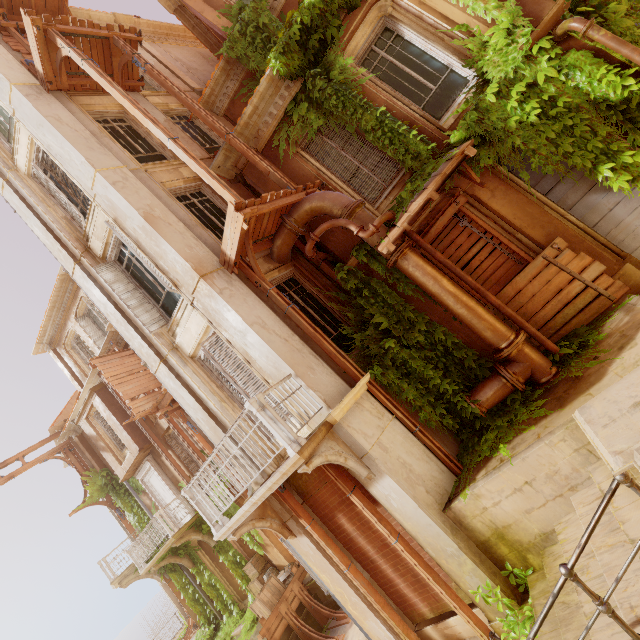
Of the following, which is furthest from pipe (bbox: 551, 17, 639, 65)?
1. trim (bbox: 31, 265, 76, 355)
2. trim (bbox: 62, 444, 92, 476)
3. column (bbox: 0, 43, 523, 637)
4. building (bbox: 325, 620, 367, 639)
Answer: trim (bbox: 62, 444, 92, 476)

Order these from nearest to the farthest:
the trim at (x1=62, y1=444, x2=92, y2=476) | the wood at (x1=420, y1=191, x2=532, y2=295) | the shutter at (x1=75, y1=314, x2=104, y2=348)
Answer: the wood at (x1=420, y1=191, x2=532, y2=295), the shutter at (x1=75, y1=314, x2=104, y2=348), the trim at (x1=62, y1=444, x2=92, y2=476)

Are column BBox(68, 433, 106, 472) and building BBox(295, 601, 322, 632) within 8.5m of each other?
no

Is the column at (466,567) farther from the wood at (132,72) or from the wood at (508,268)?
the wood at (508,268)

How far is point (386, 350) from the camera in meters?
6.9

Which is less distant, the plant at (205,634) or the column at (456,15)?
the column at (456,15)

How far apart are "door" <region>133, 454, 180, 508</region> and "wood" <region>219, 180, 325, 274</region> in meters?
12.7 m

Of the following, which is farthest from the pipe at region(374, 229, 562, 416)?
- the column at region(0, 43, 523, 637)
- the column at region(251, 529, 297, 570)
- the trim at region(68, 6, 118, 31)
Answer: the trim at region(68, 6, 118, 31)
